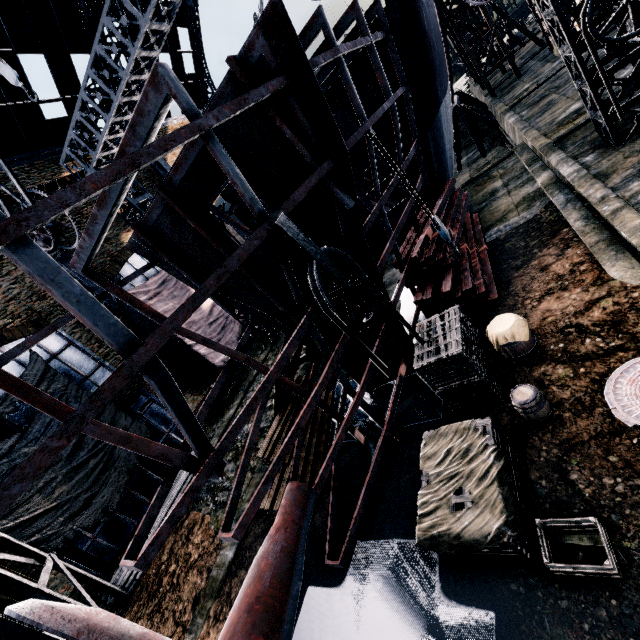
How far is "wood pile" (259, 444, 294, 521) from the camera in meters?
9.2 m

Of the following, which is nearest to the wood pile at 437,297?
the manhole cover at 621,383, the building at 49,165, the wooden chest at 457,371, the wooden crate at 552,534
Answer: the wooden chest at 457,371

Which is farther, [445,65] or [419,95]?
[445,65]

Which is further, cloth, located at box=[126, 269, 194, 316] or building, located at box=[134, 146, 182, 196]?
building, located at box=[134, 146, 182, 196]

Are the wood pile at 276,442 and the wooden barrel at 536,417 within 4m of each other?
no

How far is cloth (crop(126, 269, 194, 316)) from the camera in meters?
20.3

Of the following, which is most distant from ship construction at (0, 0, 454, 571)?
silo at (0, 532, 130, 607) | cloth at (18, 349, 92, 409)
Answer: cloth at (18, 349, 92, 409)

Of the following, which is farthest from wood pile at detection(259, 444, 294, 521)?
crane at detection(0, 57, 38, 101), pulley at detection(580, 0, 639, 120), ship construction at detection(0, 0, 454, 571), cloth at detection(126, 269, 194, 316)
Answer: crane at detection(0, 57, 38, 101)
